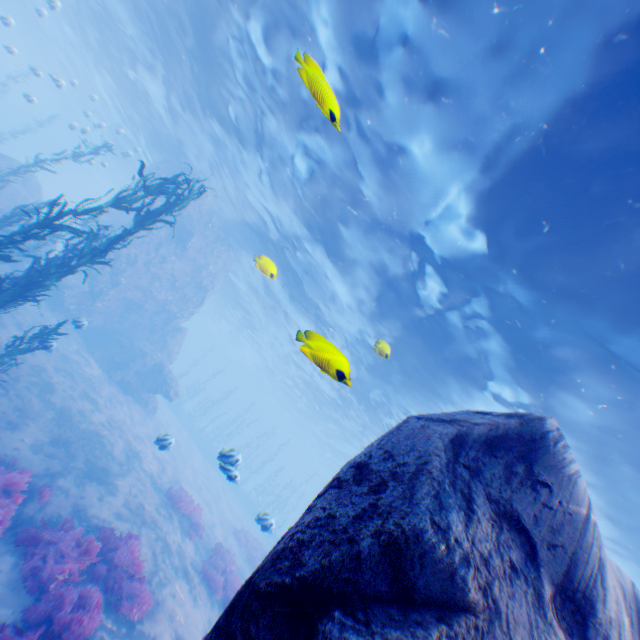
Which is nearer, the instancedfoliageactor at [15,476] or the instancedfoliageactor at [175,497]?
the instancedfoliageactor at [15,476]

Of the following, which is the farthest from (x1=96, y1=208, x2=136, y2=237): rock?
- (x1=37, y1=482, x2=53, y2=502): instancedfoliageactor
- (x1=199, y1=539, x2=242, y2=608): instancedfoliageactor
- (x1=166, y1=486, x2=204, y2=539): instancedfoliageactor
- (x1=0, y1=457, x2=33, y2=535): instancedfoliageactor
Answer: (x1=166, y1=486, x2=204, y2=539): instancedfoliageactor

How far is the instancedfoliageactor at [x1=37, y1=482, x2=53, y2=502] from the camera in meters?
8.3

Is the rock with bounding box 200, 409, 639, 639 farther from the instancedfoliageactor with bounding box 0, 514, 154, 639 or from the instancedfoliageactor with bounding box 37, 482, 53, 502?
the instancedfoliageactor with bounding box 37, 482, 53, 502

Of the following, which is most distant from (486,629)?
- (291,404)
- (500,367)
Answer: (291,404)

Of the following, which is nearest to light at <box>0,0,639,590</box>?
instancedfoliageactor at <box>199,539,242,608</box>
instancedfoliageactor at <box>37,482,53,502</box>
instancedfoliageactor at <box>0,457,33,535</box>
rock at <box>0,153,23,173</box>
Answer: rock at <box>0,153,23,173</box>

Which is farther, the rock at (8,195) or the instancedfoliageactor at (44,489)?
the rock at (8,195)

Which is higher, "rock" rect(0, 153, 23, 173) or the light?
the light
